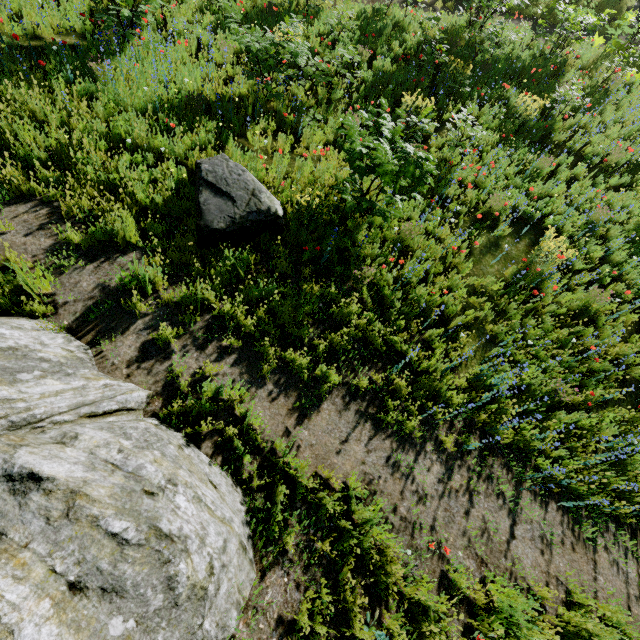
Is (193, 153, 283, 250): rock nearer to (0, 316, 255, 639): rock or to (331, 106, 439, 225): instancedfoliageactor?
(331, 106, 439, 225): instancedfoliageactor

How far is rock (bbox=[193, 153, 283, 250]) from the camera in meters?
4.6 m

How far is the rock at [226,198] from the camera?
4.6m

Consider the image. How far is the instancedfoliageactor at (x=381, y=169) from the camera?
4.7 meters

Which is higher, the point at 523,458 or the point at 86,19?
the point at 86,19

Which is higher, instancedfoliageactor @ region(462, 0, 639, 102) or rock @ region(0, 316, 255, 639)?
instancedfoliageactor @ region(462, 0, 639, 102)

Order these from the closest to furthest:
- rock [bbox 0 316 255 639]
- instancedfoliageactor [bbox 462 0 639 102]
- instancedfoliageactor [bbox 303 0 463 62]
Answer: rock [bbox 0 316 255 639] → instancedfoliageactor [bbox 303 0 463 62] → instancedfoliageactor [bbox 462 0 639 102]

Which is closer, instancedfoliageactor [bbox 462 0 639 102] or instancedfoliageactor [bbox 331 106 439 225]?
instancedfoliageactor [bbox 331 106 439 225]
